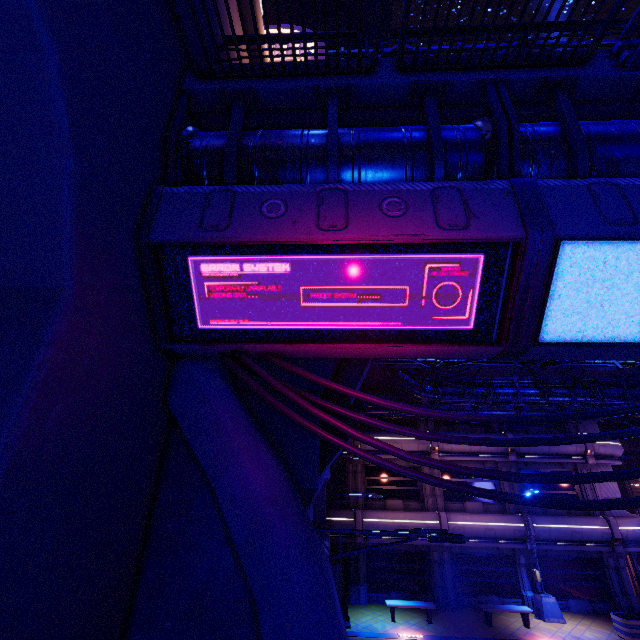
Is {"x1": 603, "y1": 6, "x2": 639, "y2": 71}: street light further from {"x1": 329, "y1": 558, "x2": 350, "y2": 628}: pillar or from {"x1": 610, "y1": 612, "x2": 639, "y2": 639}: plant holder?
{"x1": 610, "y1": 612, "x2": 639, "y2": 639}: plant holder

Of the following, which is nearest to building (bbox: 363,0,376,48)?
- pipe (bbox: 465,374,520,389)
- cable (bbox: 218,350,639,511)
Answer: cable (bbox: 218,350,639,511)

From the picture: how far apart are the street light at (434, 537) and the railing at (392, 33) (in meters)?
8.70

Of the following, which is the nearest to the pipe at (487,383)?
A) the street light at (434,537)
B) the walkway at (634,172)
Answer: the walkway at (634,172)

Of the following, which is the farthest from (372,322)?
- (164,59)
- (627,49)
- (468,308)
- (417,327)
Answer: (627,49)

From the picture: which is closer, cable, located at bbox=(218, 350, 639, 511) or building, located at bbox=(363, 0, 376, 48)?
cable, located at bbox=(218, 350, 639, 511)

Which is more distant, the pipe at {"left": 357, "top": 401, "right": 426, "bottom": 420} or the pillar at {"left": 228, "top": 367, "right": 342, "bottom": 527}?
the pipe at {"left": 357, "top": 401, "right": 426, "bottom": 420}

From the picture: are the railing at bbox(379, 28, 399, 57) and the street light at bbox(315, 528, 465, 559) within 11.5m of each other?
yes
